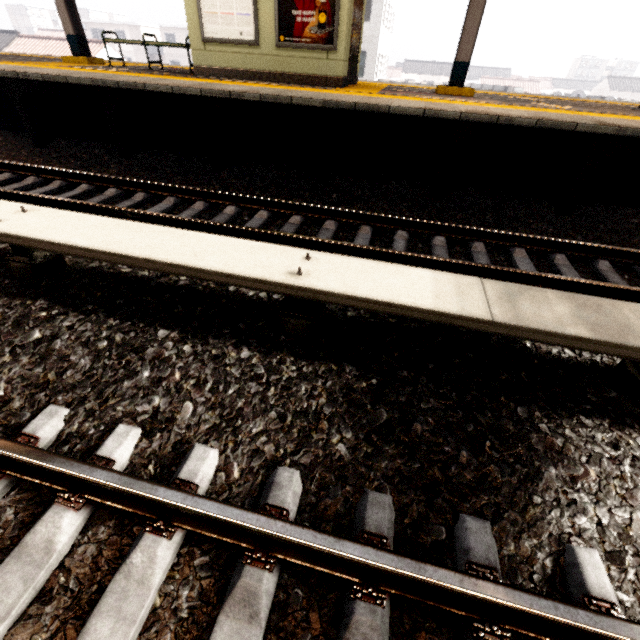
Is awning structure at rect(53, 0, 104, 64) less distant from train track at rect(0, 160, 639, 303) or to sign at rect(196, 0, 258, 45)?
sign at rect(196, 0, 258, 45)

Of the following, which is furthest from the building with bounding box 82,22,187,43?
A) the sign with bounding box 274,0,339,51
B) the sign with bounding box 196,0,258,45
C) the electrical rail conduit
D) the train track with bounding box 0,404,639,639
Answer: the electrical rail conduit

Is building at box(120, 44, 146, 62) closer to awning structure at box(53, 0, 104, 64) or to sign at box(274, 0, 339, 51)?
awning structure at box(53, 0, 104, 64)

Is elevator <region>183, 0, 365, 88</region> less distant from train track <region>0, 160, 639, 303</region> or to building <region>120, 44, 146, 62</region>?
train track <region>0, 160, 639, 303</region>

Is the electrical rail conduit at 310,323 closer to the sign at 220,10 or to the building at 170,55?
the sign at 220,10

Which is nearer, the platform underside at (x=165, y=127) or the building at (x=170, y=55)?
the platform underside at (x=165, y=127)

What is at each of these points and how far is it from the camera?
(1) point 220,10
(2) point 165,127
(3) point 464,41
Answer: (1) sign, 6.5 meters
(2) platform underside, 6.3 meters
(3) awning structure, 6.7 meters

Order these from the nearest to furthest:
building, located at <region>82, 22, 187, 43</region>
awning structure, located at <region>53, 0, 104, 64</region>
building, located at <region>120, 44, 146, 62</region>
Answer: awning structure, located at <region>53, 0, 104, 64</region> < building, located at <region>82, 22, 187, 43</region> < building, located at <region>120, 44, 146, 62</region>
